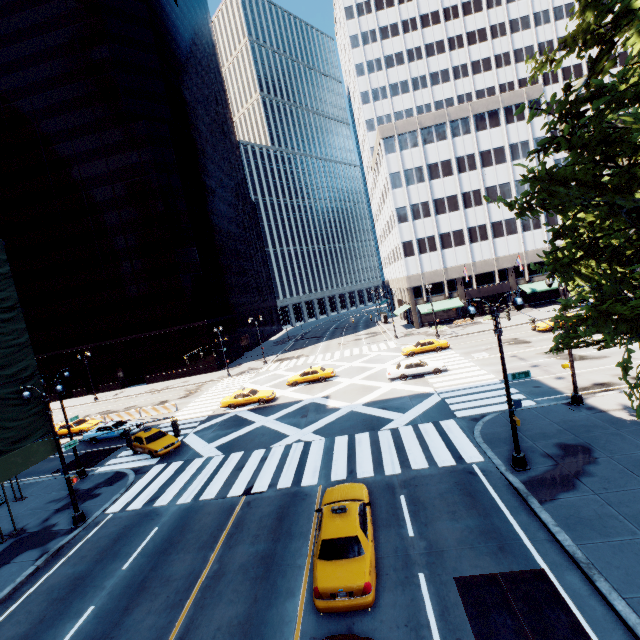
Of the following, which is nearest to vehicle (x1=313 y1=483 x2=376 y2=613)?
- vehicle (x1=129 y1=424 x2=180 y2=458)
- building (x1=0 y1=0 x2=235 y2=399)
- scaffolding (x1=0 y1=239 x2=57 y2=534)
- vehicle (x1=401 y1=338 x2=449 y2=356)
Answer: vehicle (x1=129 y1=424 x2=180 y2=458)

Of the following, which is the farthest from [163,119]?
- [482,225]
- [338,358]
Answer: [482,225]

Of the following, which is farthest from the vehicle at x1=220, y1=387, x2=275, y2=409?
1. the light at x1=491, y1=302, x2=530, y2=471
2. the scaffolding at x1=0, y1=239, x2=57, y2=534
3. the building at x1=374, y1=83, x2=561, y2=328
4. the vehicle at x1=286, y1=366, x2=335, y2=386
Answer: the building at x1=374, y1=83, x2=561, y2=328

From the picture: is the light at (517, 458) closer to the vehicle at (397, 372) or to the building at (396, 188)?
the vehicle at (397, 372)

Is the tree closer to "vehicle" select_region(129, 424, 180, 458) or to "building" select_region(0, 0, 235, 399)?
"vehicle" select_region(129, 424, 180, 458)

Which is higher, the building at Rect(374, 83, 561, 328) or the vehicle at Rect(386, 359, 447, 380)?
the building at Rect(374, 83, 561, 328)

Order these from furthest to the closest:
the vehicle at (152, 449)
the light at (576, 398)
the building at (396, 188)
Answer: the building at (396, 188) → the vehicle at (152, 449) → the light at (576, 398)

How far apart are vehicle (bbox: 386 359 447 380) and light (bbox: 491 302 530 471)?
14.2m
